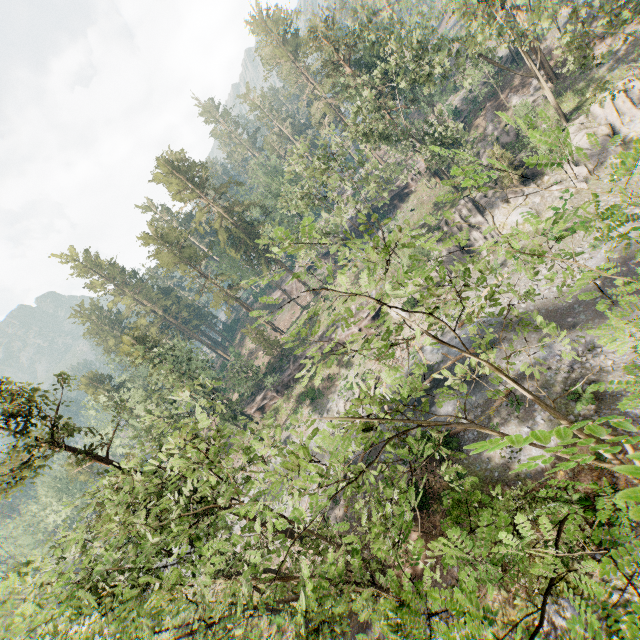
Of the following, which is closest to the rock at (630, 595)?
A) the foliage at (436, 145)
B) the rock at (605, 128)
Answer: the foliage at (436, 145)

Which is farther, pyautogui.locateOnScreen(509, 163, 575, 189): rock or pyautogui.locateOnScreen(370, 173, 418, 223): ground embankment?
pyautogui.locateOnScreen(370, 173, 418, 223): ground embankment

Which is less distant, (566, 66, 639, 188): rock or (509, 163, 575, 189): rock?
(566, 66, 639, 188): rock

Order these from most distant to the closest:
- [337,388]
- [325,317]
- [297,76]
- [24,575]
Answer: [297,76] → [325,317] → [337,388] → [24,575]

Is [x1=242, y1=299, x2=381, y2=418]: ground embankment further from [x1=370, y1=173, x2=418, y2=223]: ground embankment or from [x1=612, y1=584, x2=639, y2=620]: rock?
[x1=612, y1=584, x2=639, y2=620]: rock

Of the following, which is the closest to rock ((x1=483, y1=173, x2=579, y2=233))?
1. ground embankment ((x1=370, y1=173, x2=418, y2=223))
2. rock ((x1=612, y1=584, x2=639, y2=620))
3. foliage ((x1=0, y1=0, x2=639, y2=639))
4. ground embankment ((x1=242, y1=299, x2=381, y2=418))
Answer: ground embankment ((x1=242, y1=299, x2=381, y2=418))

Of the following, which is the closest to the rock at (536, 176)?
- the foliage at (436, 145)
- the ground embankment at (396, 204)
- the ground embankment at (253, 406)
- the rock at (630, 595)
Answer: the ground embankment at (253, 406)
